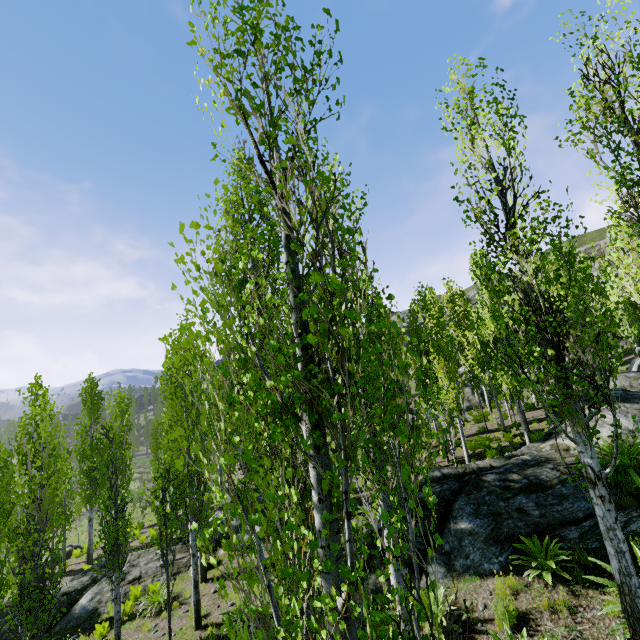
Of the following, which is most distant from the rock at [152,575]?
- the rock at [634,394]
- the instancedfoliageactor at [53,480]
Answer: the rock at [634,394]

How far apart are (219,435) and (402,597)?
1.84m

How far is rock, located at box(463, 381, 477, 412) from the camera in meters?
31.2 m

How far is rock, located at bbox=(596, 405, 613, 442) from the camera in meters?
9.3 m

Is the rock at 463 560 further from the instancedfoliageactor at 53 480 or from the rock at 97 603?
the rock at 97 603

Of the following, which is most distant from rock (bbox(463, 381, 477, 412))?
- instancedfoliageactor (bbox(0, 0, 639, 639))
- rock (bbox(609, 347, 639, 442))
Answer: rock (bbox(609, 347, 639, 442))

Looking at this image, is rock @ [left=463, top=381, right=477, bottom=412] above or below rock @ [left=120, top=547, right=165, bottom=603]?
above

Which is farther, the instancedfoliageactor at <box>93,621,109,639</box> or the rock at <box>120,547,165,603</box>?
the rock at <box>120,547,165,603</box>
